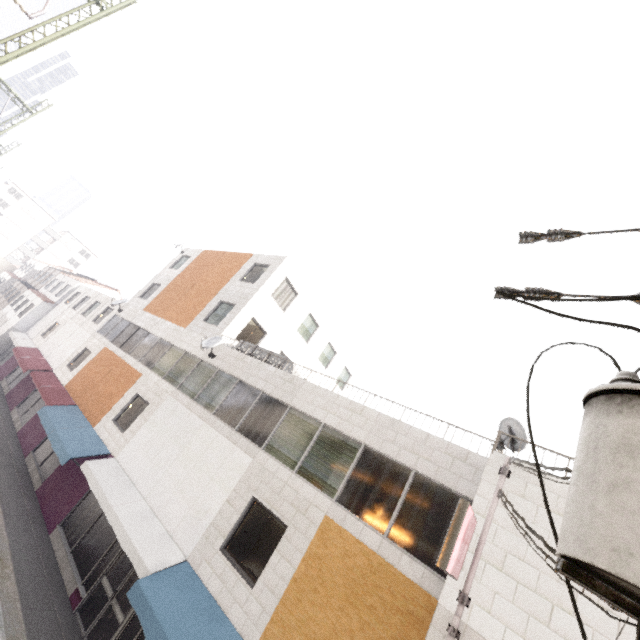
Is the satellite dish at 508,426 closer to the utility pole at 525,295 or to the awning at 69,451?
the utility pole at 525,295

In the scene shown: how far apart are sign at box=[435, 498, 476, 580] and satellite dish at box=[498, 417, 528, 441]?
1.9m

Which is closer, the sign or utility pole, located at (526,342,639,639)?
utility pole, located at (526,342,639,639)

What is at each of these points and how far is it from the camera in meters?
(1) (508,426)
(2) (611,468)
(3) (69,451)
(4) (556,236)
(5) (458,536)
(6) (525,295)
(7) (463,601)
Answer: (1) satellite dish, 7.2 m
(2) utility pole, 1.2 m
(3) awning, 12.4 m
(4) utility pole, 2.5 m
(5) sign, 5.1 m
(6) utility pole, 2.3 m
(7) pipe, 5.5 m

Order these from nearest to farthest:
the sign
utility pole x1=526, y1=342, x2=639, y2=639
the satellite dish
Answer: utility pole x1=526, y1=342, x2=639, y2=639 → the sign → the satellite dish

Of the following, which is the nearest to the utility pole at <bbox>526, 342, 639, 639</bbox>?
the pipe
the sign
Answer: the sign

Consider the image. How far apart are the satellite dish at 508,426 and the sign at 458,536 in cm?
189
